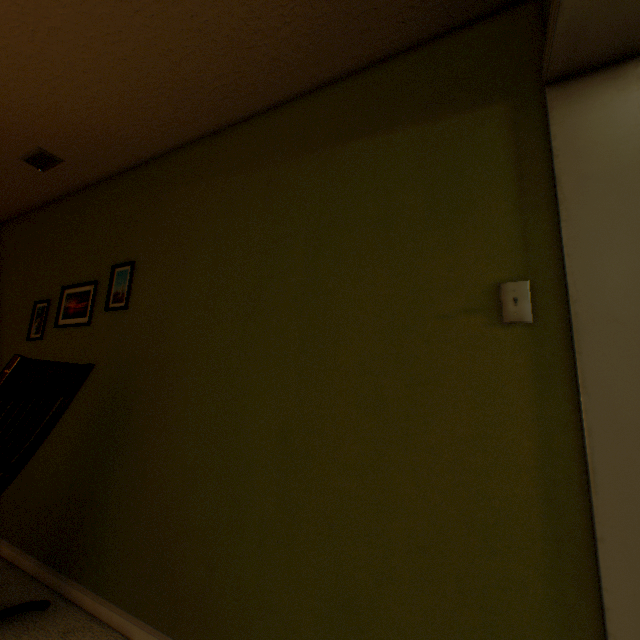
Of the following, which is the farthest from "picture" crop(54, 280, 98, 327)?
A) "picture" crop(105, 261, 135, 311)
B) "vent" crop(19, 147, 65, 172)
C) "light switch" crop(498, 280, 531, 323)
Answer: "light switch" crop(498, 280, 531, 323)

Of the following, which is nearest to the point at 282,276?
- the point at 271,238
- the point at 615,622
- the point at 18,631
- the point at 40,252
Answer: the point at 271,238

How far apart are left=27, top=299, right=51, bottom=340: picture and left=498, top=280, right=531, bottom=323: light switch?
2.83m

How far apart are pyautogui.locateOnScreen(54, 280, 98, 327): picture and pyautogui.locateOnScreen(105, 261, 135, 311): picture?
0.2 meters

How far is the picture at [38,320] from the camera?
2.3m

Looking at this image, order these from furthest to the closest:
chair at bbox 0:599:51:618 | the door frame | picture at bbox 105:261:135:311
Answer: picture at bbox 105:261:135:311
chair at bbox 0:599:51:618
the door frame

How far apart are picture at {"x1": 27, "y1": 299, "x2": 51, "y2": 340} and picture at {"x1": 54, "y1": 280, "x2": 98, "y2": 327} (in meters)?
0.22

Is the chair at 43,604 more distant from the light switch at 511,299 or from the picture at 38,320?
the light switch at 511,299
